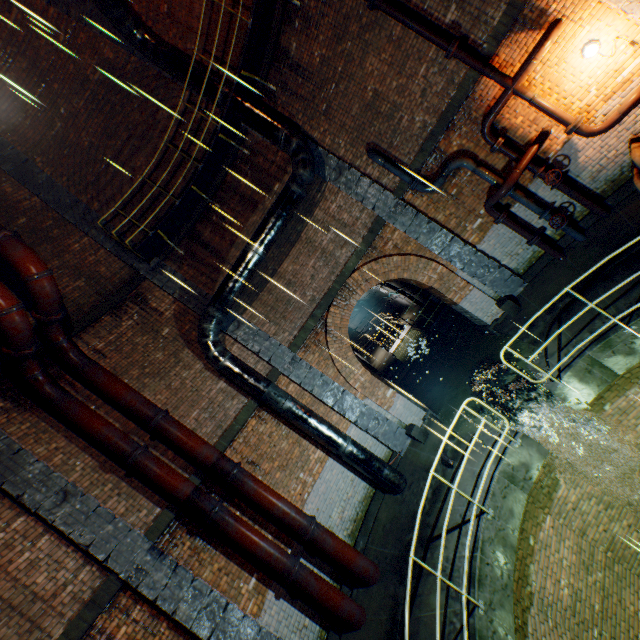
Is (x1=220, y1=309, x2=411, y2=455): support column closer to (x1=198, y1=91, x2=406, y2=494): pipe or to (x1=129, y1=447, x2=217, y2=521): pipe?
(x1=198, y1=91, x2=406, y2=494): pipe

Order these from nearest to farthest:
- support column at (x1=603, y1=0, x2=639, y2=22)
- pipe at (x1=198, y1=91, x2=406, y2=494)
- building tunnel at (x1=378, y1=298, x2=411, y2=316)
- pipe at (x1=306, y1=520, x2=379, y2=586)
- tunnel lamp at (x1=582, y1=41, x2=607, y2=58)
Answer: support column at (x1=603, y1=0, x2=639, y2=22), tunnel lamp at (x1=582, y1=41, x2=607, y2=58), pipe at (x1=306, y1=520, x2=379, y2=586), pipe at (x1=198, y1=91, x2=406, y2=494), building tunnel at (x1=378, y1=298, x2=411, y2=316)

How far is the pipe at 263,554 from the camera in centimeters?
659cm

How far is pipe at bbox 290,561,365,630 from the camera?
6.5m

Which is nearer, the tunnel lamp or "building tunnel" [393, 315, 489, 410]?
the tunnel lamp

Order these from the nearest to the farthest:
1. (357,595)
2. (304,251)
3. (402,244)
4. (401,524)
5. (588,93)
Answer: (588,93) → (357,595) → (401,524) → (402,244) → (304,251)

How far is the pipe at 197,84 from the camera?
8.45m

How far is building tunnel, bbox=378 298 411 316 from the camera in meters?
20.6 m
